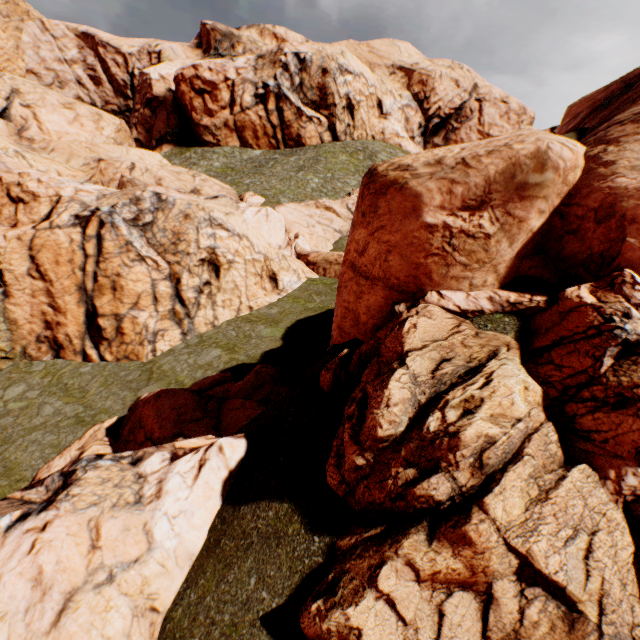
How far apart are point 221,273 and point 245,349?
5.1 meters

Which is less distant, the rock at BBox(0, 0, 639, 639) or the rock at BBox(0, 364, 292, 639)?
the rock at BBox(0, 0, 639, 639)

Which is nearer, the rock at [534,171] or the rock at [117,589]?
the rock at [534,171]
